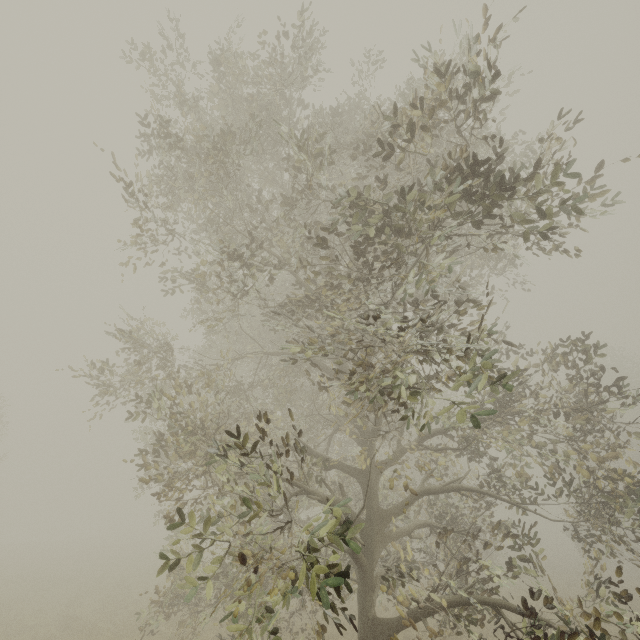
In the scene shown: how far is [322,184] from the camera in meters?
5.3
